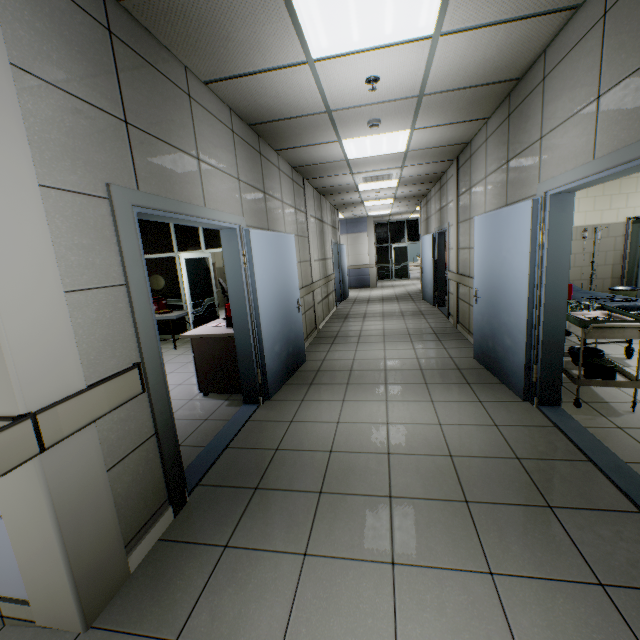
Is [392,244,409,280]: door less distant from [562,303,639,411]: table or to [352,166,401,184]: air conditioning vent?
[352,166,401,184]: air conditioning vent

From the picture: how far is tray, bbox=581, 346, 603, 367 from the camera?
3.4m

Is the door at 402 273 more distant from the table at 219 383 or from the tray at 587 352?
the tray at 587 352

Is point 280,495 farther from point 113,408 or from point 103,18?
point 103,18

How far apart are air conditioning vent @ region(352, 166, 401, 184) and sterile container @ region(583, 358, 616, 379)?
4.70m

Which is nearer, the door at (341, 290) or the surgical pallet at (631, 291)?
the surgical pallet at (631, 291)

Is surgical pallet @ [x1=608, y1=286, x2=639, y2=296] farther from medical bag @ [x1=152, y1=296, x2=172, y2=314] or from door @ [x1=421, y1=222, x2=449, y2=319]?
medical bag @ [x1=152, y1=296, x2=172, y2=314]

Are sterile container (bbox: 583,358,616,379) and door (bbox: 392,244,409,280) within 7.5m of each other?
no
